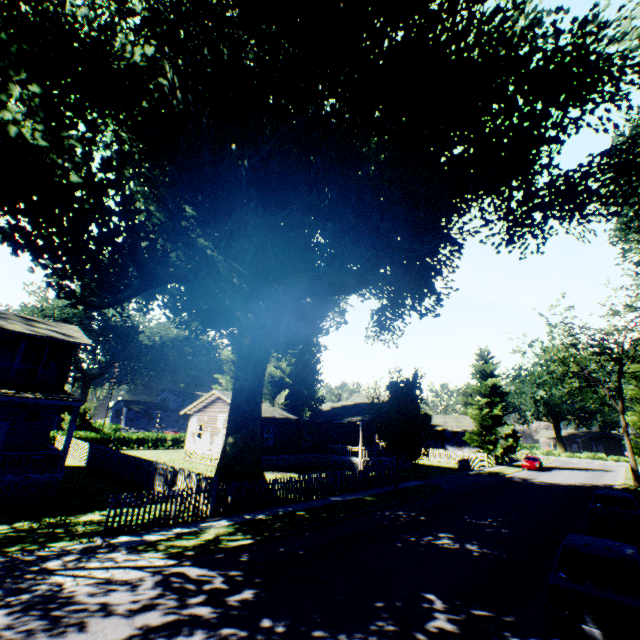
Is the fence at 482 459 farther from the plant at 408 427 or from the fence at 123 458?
the fence at 123 458

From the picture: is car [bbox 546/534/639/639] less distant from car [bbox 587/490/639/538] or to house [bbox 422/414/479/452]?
car [bbox 587/490/639/538]

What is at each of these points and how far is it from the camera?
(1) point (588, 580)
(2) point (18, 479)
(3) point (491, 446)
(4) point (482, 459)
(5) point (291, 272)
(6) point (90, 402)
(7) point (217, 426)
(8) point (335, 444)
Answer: (1) car, 6.5m
(2) house, 14.1m
(3) plant, 41.5m
(4) fence, 39.0m
(5) plant, 16.3m
(6) plant, 39.0m
(7) house, 30.5m
(8) house, 35.6m

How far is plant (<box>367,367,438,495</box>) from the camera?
19.3m

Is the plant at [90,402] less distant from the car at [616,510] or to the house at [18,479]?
the house at [18,479]

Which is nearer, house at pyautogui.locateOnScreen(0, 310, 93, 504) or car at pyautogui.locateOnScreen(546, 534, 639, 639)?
car at pyautogui.locateOnScreen(546, 534, 639, 639)

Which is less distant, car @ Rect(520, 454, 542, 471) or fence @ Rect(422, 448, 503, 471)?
fence @ Rect(422, 448, 503, 471)

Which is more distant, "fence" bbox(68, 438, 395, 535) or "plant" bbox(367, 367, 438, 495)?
"plant" bbox(367, 367, 438, 495)
